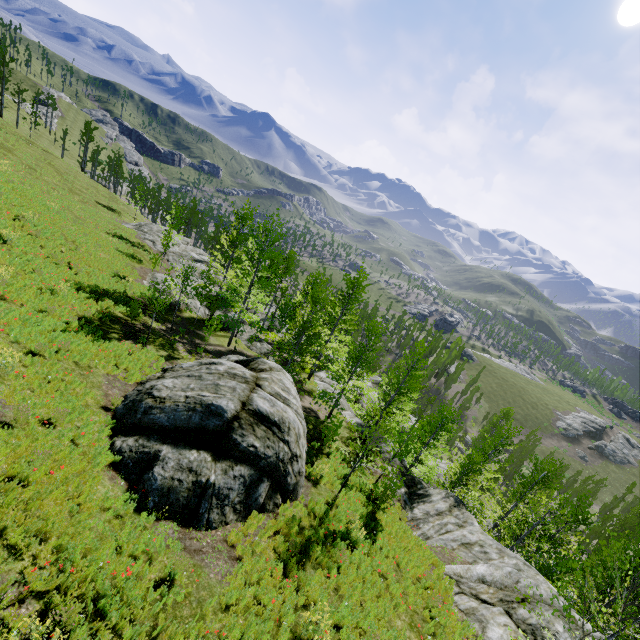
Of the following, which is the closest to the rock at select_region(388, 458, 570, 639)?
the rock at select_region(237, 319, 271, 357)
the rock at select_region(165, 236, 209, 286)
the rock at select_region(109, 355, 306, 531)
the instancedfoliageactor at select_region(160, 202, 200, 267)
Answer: the instancedfoliageactor at select_region(160, 202, 200, 267)

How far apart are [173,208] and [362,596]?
36.8 meters

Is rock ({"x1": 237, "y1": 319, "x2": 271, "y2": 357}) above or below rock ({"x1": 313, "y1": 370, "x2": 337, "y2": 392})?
above

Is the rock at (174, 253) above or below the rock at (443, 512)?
below

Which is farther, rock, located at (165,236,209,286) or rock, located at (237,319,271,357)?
rock, located at (165,236,209,286)

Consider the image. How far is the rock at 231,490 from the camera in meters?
8.6

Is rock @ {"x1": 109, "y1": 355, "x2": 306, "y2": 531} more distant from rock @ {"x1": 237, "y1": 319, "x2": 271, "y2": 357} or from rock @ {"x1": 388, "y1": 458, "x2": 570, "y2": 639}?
rock @ {"x1": 237, "y1": 319, "x2": 271, "y2": 357}

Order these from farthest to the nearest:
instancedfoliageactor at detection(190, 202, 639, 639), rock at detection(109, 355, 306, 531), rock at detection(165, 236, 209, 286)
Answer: rock at detection(165, 236, 209, 286) < instancedfoliageactor at detection(190, 202, 639, 639) < rock at detection(109, 355, 306, 531)
